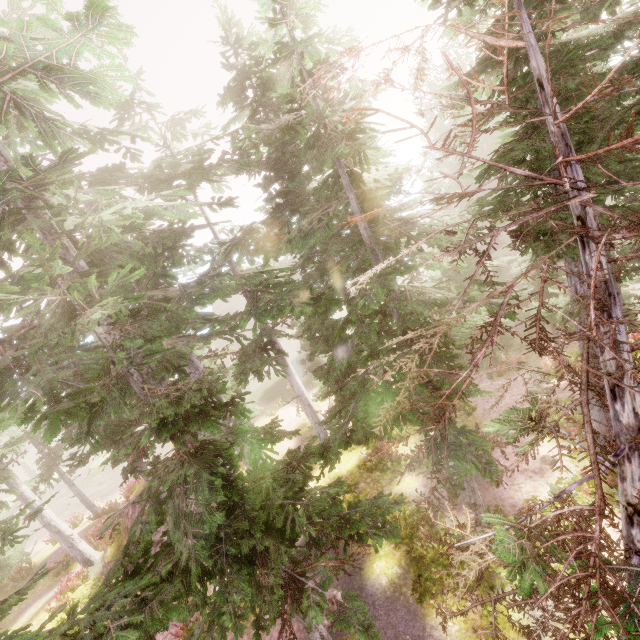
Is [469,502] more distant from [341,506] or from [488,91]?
[488,91]

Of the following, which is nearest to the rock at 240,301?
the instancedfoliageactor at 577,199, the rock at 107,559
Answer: the instancedfoliageactor at 577,199

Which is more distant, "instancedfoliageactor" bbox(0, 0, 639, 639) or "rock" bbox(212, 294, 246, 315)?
"rock" bbox(212, 294, 246, 315)

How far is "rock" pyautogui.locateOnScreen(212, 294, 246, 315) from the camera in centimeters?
5406cm

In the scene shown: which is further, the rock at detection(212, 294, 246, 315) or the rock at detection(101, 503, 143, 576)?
the rock at detection(212, 294, 246, 315)

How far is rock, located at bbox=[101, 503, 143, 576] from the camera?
17.1 meters

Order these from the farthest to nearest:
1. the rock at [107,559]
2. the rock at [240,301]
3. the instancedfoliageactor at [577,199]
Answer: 1. the rock at [240,301]
2. the rock at [107,559]
3. the instancedfoliageactor at [577,199]

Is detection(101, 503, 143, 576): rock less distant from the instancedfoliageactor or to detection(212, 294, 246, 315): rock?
the instancedfoliageactor
